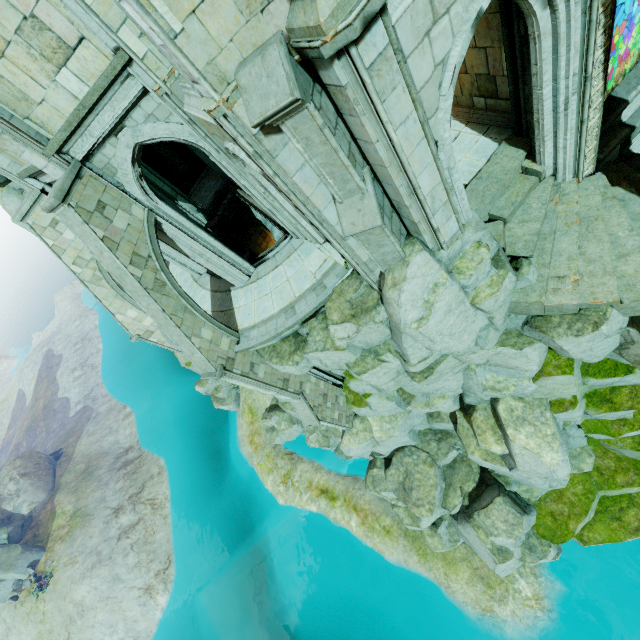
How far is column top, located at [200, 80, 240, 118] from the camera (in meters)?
4.47

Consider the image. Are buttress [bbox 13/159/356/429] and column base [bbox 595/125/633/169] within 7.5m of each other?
no

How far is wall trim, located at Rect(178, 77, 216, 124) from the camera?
6.5 meters

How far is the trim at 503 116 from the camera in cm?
914

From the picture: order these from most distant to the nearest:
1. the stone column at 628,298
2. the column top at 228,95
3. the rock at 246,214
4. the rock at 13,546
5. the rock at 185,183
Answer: the rock at 13,546, the rock at 185,183, the rock at 246,214, the stone column at 628,298, the column top at 228,95

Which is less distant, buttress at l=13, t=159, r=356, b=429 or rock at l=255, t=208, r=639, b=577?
rock at l=255, t=208, r=639, b=577

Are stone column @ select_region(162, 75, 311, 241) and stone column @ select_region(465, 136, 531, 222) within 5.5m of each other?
yes

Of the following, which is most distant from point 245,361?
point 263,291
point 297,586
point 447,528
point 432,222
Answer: point 297,586
